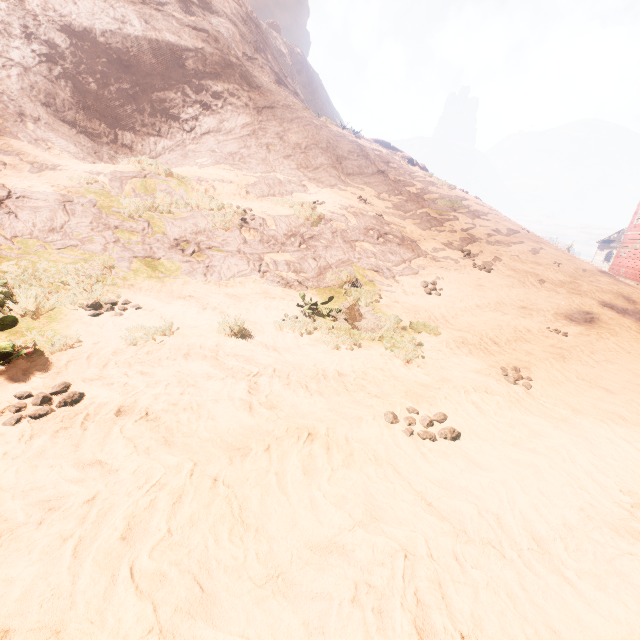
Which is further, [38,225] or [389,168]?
[389,168]

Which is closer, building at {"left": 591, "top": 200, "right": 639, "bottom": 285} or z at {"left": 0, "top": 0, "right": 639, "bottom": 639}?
z at {"left": 0, "top": 0, "right": 639, "bottom": 639}

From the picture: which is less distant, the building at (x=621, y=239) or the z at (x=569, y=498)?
the z at (x=569, y=498)
